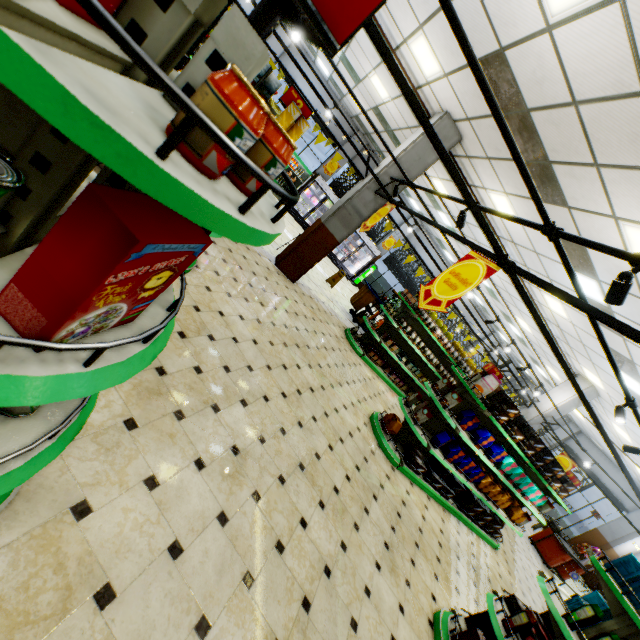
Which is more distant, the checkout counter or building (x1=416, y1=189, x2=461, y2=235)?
building (x1=416, y1=189, x2=461, y2=235)

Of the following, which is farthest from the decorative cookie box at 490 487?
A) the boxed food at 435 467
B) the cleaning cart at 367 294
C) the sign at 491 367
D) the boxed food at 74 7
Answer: the boxed food at 74 7

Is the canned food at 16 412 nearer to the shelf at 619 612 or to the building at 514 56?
the building at 514 56

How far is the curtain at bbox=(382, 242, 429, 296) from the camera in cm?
1845

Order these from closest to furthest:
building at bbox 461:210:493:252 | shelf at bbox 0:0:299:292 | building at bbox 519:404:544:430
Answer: shelf at bbox 0:0:299:292 < building at bbox 461:210:493:252 < building at bbox 519:404:544:430

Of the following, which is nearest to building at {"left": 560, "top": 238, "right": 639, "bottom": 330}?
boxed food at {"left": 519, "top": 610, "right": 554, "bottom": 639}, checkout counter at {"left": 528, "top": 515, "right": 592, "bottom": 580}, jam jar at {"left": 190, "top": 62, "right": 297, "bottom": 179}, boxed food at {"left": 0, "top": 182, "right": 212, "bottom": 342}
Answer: checkout counter at {"left": 528, "top": 515, "right": 592, "bottom": 580}

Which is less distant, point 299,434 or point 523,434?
point 299,434

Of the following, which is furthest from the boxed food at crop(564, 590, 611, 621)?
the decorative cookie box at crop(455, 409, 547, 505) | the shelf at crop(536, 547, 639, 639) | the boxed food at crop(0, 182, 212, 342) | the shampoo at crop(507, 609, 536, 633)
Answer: the boxed food at crop(0, 182, 212, 342)
